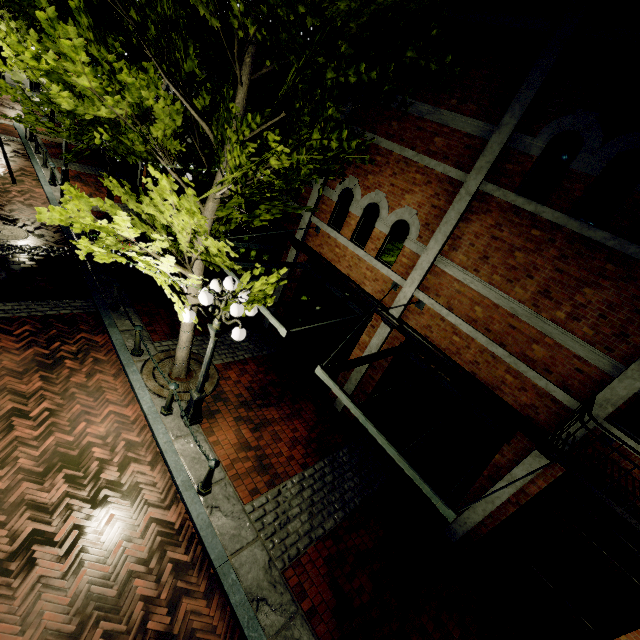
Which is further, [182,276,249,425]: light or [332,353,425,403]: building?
[332,353,425,403]: building

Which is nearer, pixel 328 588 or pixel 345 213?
pixel 328 588

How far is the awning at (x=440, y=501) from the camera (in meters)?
4.59

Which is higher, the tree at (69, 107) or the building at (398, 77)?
the building at (398, 77)

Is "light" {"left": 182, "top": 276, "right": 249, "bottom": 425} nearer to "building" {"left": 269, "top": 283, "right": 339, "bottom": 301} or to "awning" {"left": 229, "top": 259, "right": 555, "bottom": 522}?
"awning" {"left": 229, "top": 259, "right": 555, "bottom": 522}

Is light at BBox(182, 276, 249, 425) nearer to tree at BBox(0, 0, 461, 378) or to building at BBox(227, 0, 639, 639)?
tree at BBox(0, 0, 461, 378)

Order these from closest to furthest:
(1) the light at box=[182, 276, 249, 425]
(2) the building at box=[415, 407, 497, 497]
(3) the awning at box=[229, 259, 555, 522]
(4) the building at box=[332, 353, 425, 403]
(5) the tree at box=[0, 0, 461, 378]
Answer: (5) the tree at box=[0, 0, 461, 378] < (3) the awning at box=[229, 259, 555, 522] < (1) the light at box=[182, 276, 249, 425] < (2) the building at box=[415, 407, 497, 497] < (4) the building at box=[332, 353, 425, 403]
